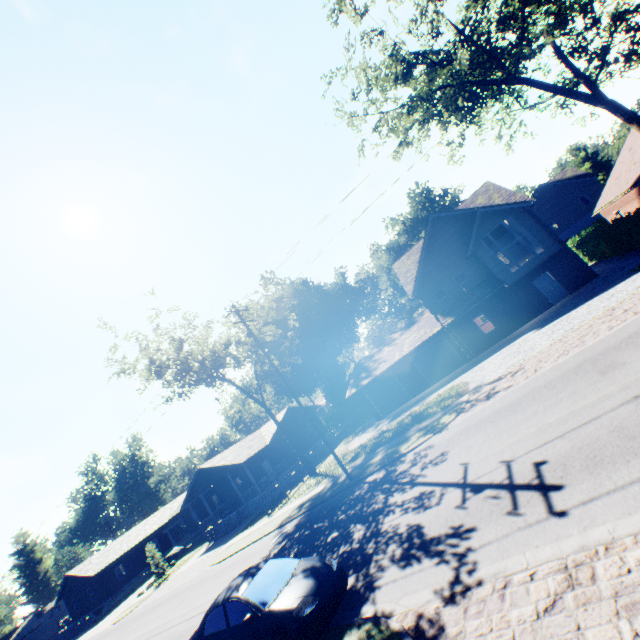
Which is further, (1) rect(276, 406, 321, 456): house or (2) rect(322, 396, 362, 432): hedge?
(2) rect(322, 396, 362, 432): hedge

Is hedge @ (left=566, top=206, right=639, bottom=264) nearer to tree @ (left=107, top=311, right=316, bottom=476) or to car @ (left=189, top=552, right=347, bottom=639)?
car @ (left=189, top=552, right=347, bottom=639)

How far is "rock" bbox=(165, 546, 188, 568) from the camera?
35.66m

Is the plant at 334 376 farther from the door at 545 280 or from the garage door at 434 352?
the door at 545 280

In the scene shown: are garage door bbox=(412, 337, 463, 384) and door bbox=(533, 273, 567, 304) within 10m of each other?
yes

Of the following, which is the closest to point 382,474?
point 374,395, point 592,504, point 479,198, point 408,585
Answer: point 408,585

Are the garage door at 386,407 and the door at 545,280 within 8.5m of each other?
no

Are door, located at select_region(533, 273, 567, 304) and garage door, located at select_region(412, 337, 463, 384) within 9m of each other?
yes
